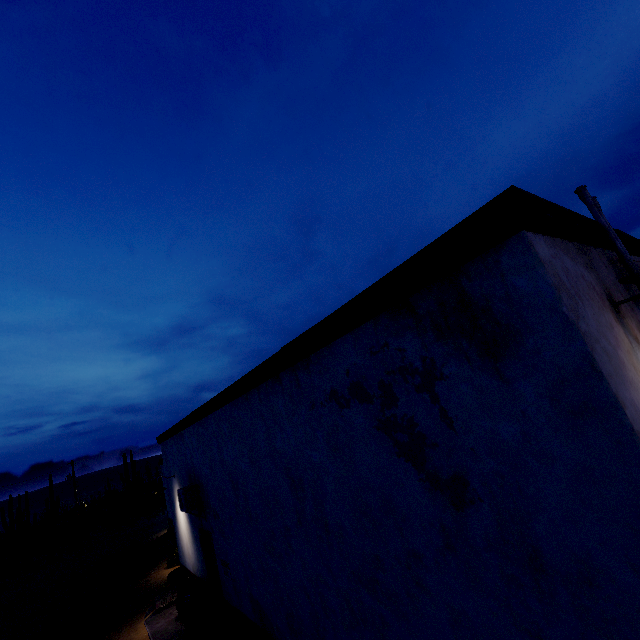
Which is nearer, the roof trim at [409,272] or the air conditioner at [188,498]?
the roof trim at [409,272]

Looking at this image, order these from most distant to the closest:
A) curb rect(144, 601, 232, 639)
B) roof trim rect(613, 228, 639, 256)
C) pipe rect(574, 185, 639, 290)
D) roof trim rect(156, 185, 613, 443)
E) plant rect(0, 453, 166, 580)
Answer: plant rect(0, 453, 166, 580) → curb rect(144, 601, 232, 639) → roof trim rect(613, 228, 639, 256) → pipe rect(574, 185, 639, 290) → roof trim rect(156, 185, 613, 443)

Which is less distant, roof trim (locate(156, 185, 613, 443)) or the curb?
roof trim (locate(156, 185, 613, 443))

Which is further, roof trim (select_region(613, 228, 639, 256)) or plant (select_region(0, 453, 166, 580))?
plant (select_region(0, 453, 166, 580))

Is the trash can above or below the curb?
above

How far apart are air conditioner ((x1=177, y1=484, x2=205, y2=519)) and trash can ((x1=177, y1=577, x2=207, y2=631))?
1.6 meters

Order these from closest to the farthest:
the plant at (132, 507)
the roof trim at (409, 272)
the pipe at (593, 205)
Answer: the roof trim at (409, 272) → the pipe at (593, 205) → the plant at (132, 507)

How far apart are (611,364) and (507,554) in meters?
1.5
